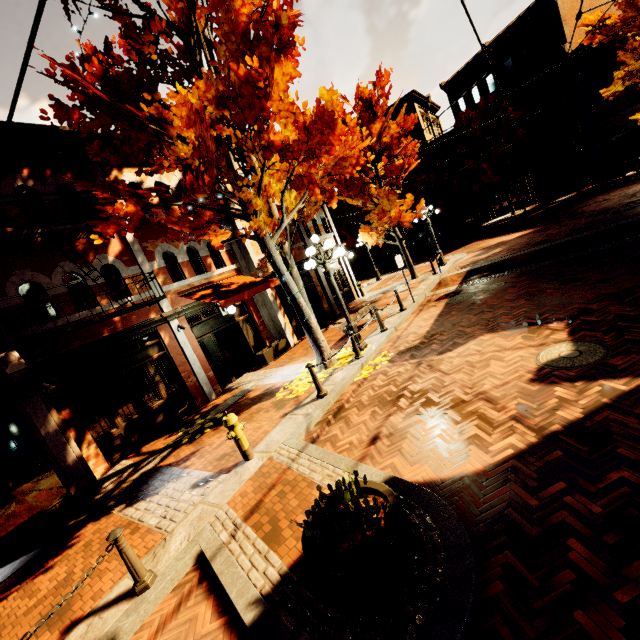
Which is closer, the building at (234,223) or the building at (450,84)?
the building at (234,223)

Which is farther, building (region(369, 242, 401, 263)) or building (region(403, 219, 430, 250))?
building (region(369, 242, 401, 263))

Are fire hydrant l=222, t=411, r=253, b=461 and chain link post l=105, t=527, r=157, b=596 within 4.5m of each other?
yes

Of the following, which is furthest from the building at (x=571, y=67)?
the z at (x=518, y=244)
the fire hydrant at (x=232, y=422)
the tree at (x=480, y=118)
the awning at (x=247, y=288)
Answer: the fire hydrant at (x=232, y=422)

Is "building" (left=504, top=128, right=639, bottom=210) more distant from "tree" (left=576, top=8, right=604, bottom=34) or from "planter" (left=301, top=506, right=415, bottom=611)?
"planter" (left=301, top=506, right=415, bottom=611)

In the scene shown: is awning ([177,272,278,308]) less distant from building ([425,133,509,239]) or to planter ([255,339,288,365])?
building ([425,133,509,239])

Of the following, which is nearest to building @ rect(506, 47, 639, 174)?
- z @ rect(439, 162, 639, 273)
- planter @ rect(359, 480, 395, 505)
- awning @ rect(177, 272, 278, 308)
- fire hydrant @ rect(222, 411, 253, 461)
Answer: awning @ rect(177, 272, 278, 308)

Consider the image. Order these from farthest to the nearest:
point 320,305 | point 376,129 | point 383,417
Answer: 1. point 320,305
2. point 376,129
3. point 383,417
